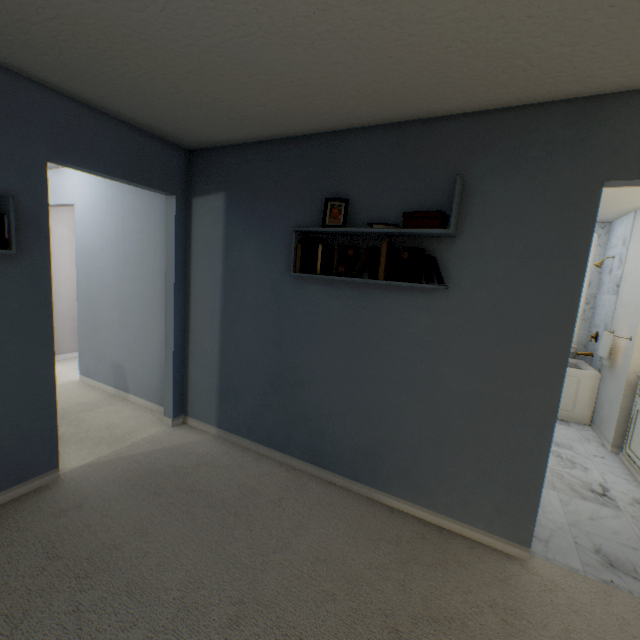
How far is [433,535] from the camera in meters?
2.0 m

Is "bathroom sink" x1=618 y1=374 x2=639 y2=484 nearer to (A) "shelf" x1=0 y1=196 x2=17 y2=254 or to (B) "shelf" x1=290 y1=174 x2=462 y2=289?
(B) "shelf" x1=290 y1=174 x2=462 y2=289

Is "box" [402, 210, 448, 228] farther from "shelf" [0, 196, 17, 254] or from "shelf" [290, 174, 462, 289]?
"shelf" [0, 196, 17, 254]

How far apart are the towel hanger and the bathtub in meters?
0.3 m

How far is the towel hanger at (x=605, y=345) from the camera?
3.4m

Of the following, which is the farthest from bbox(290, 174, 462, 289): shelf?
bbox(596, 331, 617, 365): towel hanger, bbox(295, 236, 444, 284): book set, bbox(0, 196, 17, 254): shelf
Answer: bbox(596, 331, 617, 365): towel hanger

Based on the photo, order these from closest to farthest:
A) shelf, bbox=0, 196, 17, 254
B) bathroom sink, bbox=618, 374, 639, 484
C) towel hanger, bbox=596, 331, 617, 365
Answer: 1. shelf, bbox=0, 196, 17, 254
2. bathroom sink, bbox=618, 374, 639, 484
3. towel hanger, bbox=596, 331, 617, 365

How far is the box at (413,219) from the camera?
1.7m
